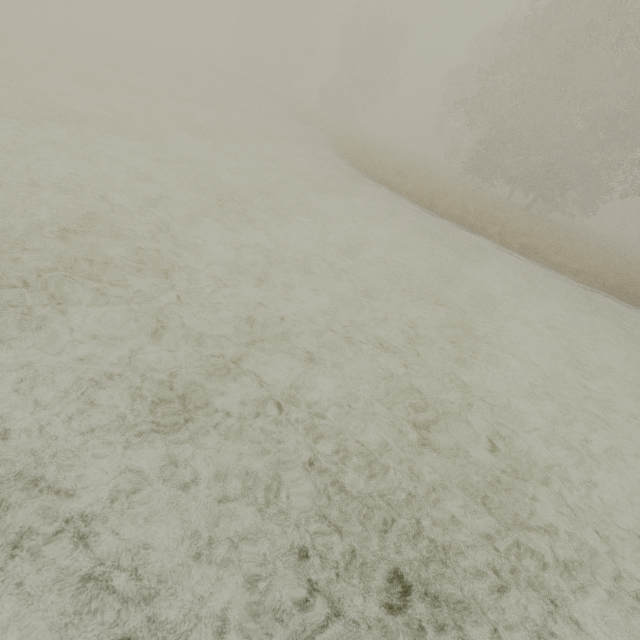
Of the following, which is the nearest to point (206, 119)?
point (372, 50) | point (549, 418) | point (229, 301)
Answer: point (229, 301)
